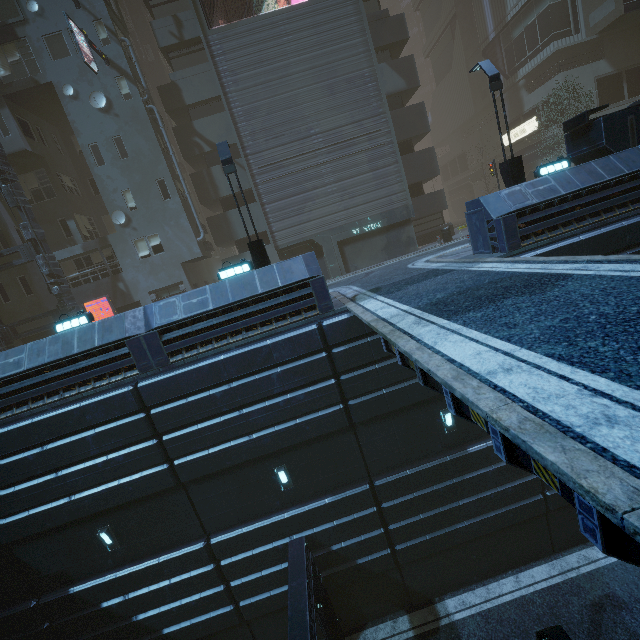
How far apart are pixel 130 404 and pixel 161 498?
3.52m

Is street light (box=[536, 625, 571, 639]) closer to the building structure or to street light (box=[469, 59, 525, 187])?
street light (box=[469, 59, 525, 187])

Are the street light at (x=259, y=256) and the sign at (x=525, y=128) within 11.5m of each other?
no

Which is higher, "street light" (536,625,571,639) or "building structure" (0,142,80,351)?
"building structure" (0,142,80,351)

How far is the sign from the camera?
30.84m

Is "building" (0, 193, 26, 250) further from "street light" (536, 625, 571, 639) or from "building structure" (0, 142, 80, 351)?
"street light" (536, 625, 571, 639)

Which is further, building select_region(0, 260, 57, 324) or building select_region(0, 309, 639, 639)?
building select_region(0, 260, 57, 324)

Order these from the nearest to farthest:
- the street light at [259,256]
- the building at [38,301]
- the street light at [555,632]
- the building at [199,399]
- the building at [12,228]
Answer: the street light at [555,632] → the building at [199,399] → the street light at [259,256] → the building at [12,228] → the building at [38,301]
